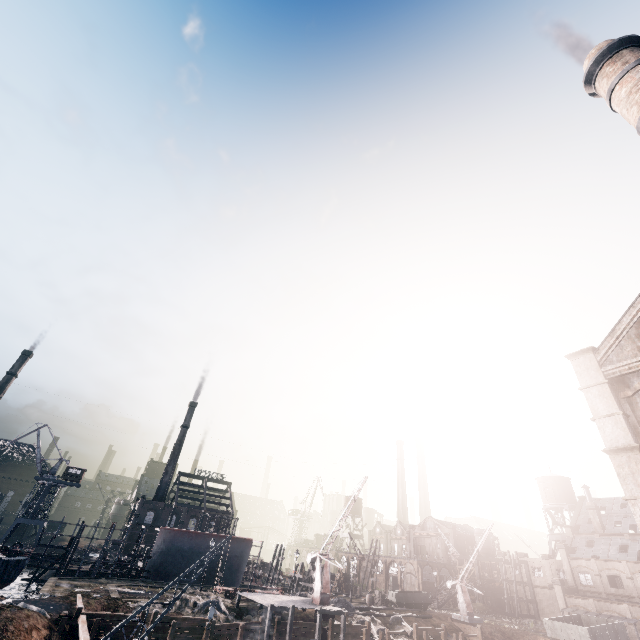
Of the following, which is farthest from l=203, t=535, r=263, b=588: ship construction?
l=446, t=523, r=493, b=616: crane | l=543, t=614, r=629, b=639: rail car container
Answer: l=543, t=614, r=629, b=639: rail car container

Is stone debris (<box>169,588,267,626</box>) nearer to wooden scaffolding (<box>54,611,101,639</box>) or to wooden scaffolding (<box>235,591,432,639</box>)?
wooden scaffolding (<box>235,591,432,639</box>)

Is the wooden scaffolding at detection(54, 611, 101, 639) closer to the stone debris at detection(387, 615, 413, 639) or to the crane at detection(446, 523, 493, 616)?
the stone debris at detection(387, 615, 413, 639)

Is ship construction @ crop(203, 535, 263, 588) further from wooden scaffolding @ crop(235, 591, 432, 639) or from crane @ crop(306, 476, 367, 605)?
crane @ crop(306, 476, 367, 605)

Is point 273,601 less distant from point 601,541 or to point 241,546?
point 241,546

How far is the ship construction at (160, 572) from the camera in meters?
47.6 m

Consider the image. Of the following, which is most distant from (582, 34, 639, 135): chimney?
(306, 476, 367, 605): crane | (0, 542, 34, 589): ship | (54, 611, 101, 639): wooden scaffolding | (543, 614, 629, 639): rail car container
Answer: (0, 542, 34, 589): ship

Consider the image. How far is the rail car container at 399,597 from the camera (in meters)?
47.71
